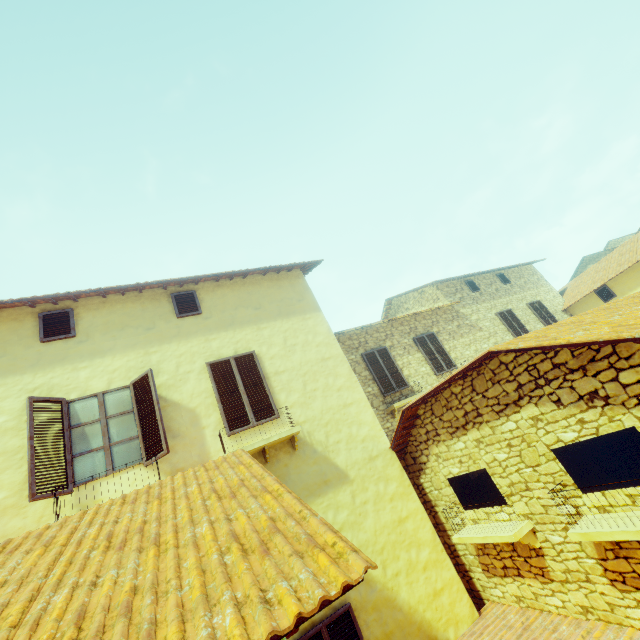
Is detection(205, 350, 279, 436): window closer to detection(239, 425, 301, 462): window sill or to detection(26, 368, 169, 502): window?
detection(239, 425, 301, 462): window sill

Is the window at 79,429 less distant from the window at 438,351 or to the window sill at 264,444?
the window sill at 264,444

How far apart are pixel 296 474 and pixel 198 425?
2.2m

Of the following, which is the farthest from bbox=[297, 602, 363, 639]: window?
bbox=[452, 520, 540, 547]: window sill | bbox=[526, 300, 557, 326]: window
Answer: bbox=[526, 300, 557, 326]: window

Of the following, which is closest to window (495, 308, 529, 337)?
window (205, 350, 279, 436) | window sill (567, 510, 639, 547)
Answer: window sill (567, 510, 639, 547)

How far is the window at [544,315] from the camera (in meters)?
15.59

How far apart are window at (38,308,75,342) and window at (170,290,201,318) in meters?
1.9

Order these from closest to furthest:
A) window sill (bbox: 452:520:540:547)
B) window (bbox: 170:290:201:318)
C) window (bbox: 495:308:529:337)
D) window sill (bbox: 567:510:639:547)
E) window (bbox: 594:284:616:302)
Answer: window sill (bbox: 567:510:639:547) < window sill (bbox: 452:520:540:547) < window (bbox: 170:290:201:318) < window (bbox: 495:308:529:337) < window (bbox: 594:284:616:302)
